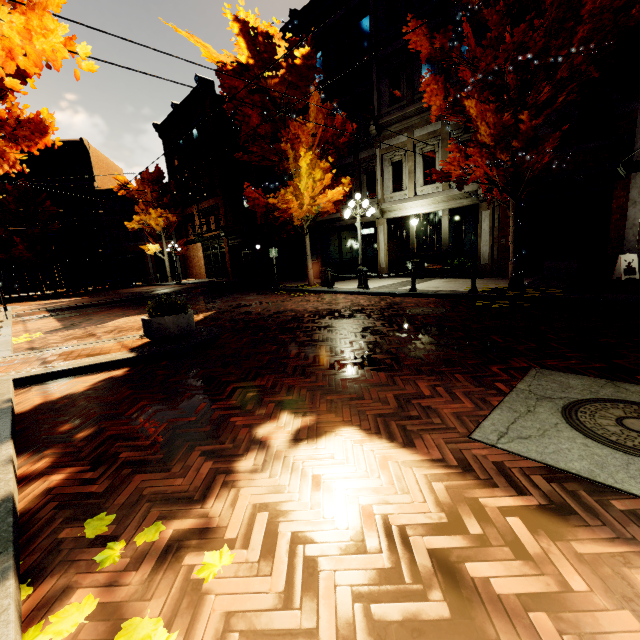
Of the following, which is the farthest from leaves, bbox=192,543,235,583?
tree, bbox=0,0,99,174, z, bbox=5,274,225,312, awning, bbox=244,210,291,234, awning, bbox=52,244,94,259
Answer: awning, bbox=52,244,94,259

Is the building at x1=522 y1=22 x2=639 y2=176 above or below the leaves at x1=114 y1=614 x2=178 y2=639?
A: above

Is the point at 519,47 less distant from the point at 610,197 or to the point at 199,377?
the point at 610,197

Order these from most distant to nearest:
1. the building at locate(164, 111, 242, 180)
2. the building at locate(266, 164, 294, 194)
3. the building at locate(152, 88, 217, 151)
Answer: the building at locate(152, 88, 217, 151) < the building at locate(164, 111, 242, 180) < the building at locate(266, 164, 294, 194)

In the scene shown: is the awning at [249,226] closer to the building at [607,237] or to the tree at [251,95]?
the building at [607,237]

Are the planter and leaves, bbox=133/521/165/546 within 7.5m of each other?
yes

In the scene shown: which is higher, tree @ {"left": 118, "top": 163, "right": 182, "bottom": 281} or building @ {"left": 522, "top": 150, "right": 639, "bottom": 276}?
tree @ {"left": 118, "top": 163, "right": 182, "bottom": 281}

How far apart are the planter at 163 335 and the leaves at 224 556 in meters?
5.4
